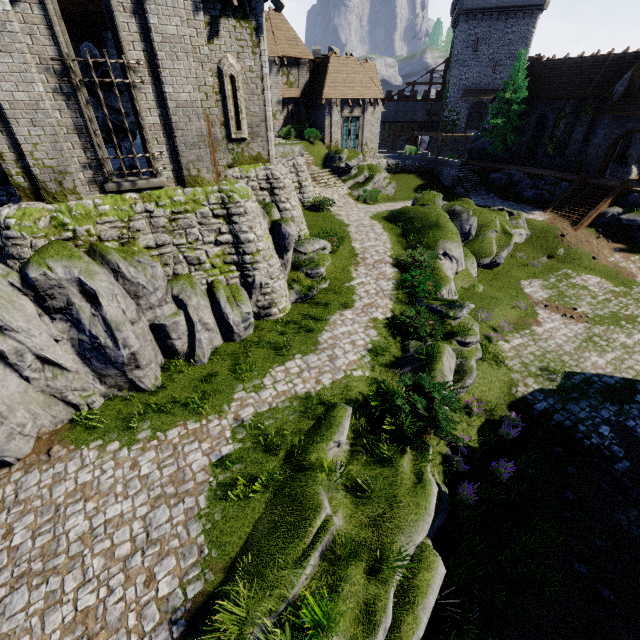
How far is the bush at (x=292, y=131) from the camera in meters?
29.8 m

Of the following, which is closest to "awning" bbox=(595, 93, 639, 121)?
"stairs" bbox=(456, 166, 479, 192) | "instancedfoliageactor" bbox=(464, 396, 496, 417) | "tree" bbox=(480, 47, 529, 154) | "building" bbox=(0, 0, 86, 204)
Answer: "tree" bbox=(480, 47, 529, 154)

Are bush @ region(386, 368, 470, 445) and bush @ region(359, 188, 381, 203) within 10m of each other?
no

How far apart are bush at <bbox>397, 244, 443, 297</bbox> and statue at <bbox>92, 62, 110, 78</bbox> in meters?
12.0

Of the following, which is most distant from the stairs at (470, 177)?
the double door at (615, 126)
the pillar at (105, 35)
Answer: the pillar at (105, 35)

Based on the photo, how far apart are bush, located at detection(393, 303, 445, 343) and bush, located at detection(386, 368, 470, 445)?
2.25m

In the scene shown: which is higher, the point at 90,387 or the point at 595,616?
the point at 90,387

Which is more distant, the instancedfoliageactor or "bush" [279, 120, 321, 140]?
"bush" [279, 120, 321, 140]
